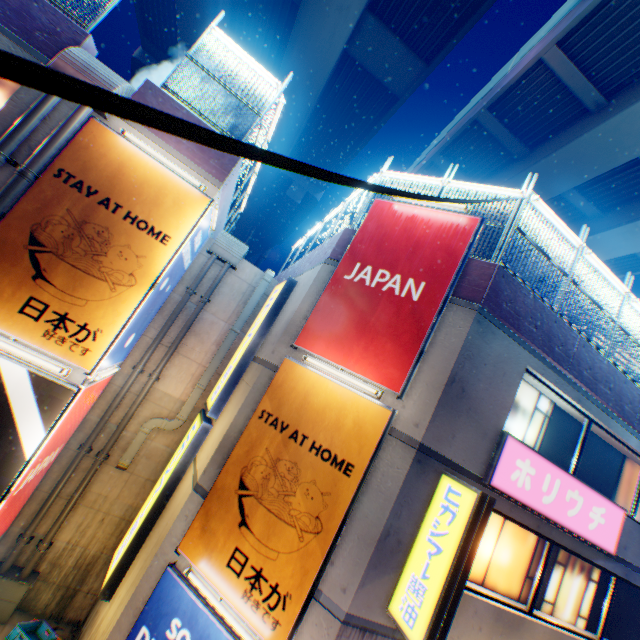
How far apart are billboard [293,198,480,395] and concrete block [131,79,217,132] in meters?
3.2 m

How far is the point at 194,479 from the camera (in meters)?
7.29

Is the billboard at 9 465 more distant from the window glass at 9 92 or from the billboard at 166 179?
the window glass at 9 92

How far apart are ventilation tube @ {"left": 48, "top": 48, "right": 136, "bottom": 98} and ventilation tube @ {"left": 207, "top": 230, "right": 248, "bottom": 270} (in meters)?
4.04

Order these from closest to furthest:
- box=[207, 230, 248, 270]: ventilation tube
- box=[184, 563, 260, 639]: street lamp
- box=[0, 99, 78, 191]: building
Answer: box=[184, 563, 260, 639]: street lamp < box=[0, 99, 78, 191]: building < box=[207, 230, 248, 270]: ventilation tube

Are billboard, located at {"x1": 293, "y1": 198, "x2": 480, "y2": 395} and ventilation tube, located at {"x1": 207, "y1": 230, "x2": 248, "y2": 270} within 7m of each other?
yes

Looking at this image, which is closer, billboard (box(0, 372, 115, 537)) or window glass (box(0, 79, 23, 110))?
billboard (box(0, 372, 115, 537))

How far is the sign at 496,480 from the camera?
6.46m
